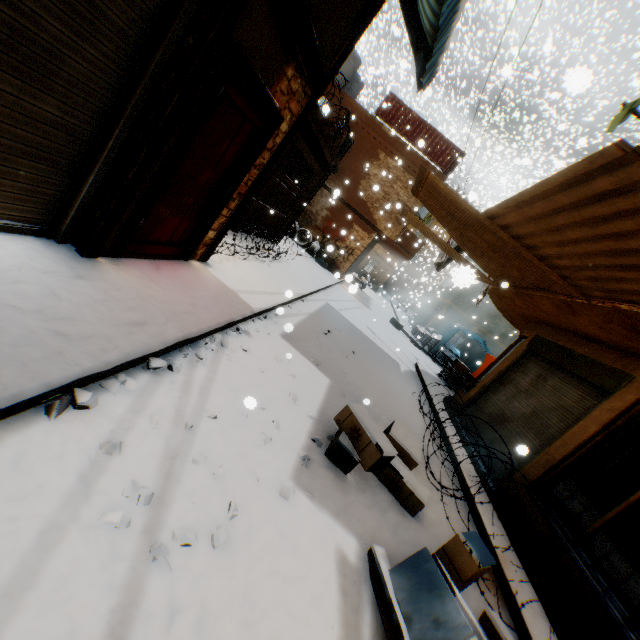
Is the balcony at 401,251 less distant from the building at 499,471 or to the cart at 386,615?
the building at 499,471

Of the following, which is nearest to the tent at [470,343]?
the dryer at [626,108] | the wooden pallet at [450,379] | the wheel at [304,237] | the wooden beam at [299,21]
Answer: the wooden pallet at [450,379]

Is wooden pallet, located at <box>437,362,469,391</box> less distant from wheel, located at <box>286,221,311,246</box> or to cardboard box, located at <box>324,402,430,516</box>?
cardboard box, located at <box>324,402,430,516</box>

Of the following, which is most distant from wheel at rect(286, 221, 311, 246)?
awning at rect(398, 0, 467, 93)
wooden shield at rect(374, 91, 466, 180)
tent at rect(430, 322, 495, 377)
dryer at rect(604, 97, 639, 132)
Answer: dryer at rect(604, 97, 639, 132)

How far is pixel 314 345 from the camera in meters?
6.5

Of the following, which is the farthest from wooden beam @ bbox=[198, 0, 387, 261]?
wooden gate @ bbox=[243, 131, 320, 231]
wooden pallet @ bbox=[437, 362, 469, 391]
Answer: wooden pallet @ bbox=[437, 362, 469, 391]

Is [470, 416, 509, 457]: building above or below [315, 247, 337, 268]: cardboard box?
above

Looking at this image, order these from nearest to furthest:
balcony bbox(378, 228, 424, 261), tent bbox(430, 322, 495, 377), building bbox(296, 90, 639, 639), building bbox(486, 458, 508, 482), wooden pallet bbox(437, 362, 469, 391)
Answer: building bbox(296, 90, 639, 639) < building bbox(486, 458, 508, 482) < wooden pallet bbox(437, 362, 469, 391) < tent bbox(430, 322, 495, 377) < balcony bbox(378, 228, 424, 261)
